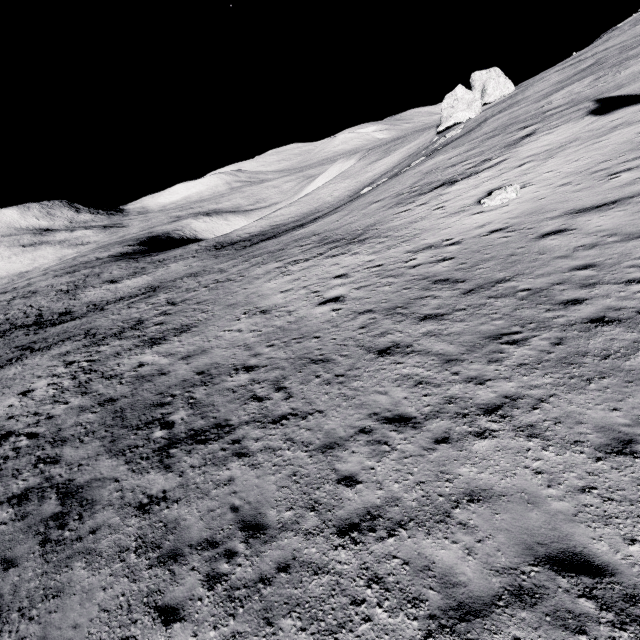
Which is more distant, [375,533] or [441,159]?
[441,159]

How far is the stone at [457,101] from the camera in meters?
54.2 m

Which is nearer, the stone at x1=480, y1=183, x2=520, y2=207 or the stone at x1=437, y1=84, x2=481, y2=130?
the stone at x1=480, y1=183, x2=520, y2=207

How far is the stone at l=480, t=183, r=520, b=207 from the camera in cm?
1712

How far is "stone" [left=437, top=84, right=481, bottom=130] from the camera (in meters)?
54.19

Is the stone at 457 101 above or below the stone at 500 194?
above

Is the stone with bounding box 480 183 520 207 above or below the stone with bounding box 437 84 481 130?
below
